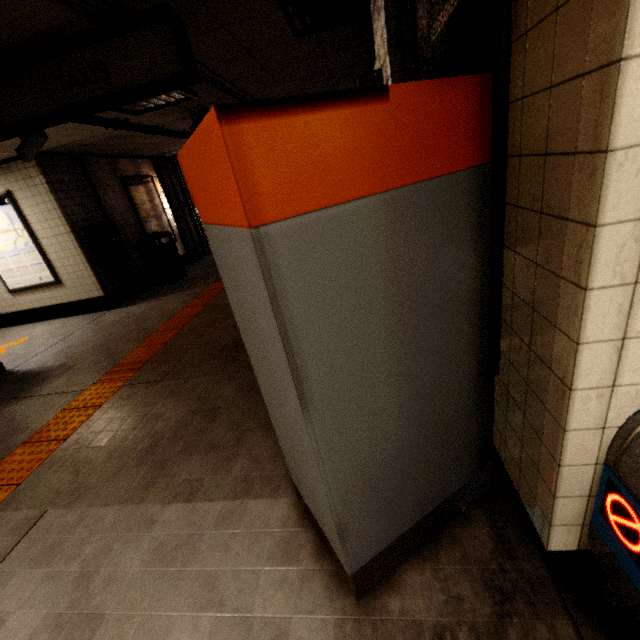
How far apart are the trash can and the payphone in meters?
0.7

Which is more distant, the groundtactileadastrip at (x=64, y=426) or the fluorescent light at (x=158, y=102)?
the fluorescent light at (x=158, y=102)

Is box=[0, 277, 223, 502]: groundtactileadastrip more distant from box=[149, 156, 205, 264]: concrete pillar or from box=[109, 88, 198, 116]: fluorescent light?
box=[109, 88, 198, 116]: fluorescent light

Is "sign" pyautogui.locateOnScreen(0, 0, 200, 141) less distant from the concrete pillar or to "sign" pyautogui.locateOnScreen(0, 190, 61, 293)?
"sign" pyautogui.locateOnScreen(0, 190, 61, 293)

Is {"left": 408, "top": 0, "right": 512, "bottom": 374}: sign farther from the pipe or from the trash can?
the trash can

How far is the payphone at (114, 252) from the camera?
6.2m

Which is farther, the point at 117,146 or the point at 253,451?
the point at 117,146

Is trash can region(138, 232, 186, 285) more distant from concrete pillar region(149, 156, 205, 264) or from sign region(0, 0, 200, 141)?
sign region(0, 0, 200, 141)
